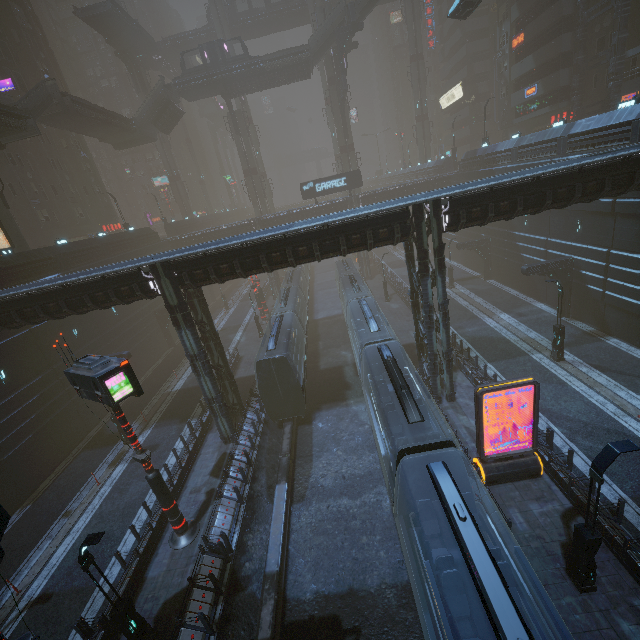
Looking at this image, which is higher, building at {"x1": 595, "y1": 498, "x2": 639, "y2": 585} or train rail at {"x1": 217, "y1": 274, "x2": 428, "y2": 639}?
building at {"x1": 595, "y1": 498, "x2": 639, "y2": 585}

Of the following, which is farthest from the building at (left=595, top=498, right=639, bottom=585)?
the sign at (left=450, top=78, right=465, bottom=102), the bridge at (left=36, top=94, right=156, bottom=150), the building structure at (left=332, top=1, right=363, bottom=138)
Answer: the building structure at (left=332, top=1, right=363, bottom=138)

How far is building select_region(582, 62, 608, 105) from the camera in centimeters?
3195cm

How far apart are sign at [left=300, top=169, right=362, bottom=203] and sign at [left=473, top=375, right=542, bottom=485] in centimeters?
3324cm

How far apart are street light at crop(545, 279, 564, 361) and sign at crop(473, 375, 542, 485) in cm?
→ 910

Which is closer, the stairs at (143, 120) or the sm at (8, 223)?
the sm at (8, 223)

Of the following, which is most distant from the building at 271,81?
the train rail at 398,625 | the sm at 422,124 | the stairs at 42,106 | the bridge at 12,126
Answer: the train rail at 398,625

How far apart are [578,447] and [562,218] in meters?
18.1
